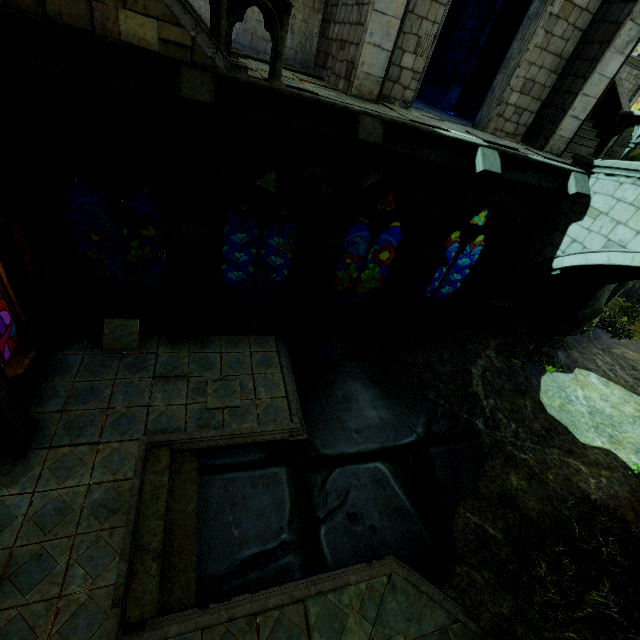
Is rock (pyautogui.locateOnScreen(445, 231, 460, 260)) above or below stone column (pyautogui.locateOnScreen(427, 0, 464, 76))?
below

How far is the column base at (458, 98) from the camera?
12.3m

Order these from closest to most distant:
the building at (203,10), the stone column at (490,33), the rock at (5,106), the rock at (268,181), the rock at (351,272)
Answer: the rock at (5,106) < the building at (203,10) < the stone column at (490,33) < the rock at (268,181) < the rock at (351,272)

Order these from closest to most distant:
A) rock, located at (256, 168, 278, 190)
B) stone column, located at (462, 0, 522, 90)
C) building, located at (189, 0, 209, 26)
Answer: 1. building, located at (189, 0, 209, 26)
2. stone column, located at (462, 0, 522, 90)
3. rock, located at (256, 168, 278, 190)

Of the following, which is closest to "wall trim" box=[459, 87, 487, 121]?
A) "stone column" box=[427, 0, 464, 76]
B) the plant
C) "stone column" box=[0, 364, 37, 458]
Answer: "stone column" box=[427, 0, 464, 76]

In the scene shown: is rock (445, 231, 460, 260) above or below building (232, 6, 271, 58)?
below

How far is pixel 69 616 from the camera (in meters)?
4.60

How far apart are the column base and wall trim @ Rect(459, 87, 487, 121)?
0.0 meters
